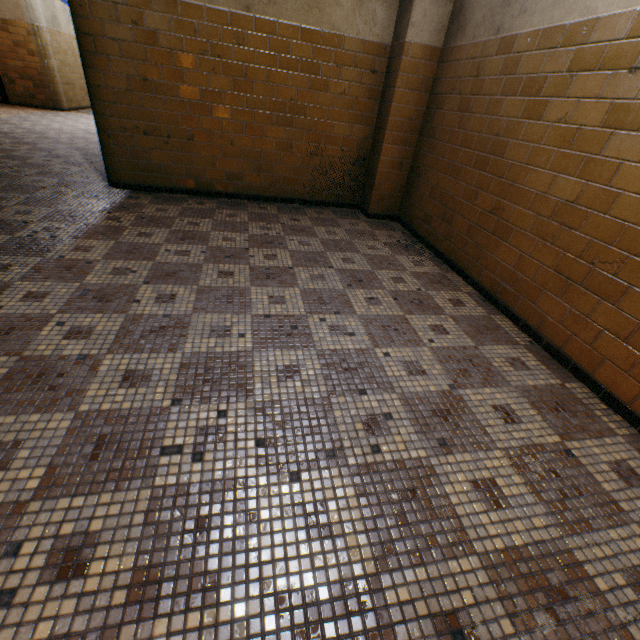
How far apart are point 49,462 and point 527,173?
3.5m
